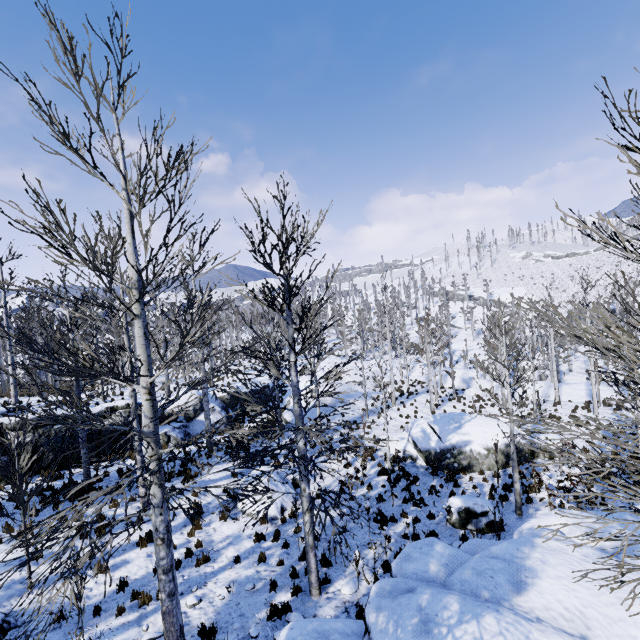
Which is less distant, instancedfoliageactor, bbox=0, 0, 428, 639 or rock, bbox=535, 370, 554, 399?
instancedfoliageactor, bbox=0, 0, 428, 639

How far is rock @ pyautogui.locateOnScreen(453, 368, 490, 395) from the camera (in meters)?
30.77

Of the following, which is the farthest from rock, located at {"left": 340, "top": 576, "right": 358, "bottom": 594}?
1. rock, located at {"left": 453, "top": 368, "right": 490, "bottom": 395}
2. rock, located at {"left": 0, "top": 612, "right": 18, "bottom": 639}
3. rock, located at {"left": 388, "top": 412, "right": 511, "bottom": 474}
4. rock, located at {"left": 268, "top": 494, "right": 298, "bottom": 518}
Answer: rock, located at {"left": 453, "top": 368, "right": 490, "bottom": 395}

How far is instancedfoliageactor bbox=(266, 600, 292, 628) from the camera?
7.54m

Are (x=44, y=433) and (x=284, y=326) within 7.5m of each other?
no

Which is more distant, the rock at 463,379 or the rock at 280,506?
the rock at 463,379

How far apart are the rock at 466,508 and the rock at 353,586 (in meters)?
4.37

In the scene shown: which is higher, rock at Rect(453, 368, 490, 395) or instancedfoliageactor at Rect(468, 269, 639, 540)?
instancedfoliageactor at Rect(468, 269, 639, 540)
